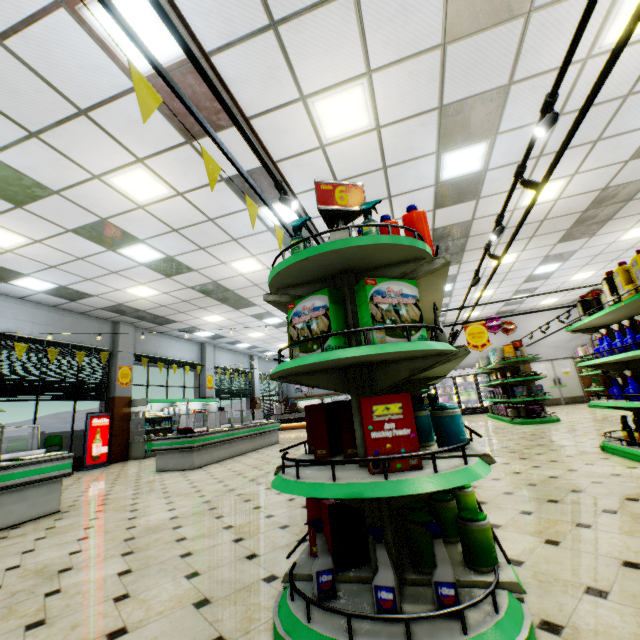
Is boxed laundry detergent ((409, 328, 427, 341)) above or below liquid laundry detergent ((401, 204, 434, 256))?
below

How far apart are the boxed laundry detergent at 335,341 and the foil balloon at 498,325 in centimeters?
1222cm

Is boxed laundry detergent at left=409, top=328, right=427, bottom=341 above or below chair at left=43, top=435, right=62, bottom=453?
above

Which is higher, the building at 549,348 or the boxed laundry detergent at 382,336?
the building at 549,348

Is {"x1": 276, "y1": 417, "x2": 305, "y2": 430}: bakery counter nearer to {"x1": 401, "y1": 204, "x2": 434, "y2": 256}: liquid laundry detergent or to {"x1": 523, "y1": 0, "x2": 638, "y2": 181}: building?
{"x1": 523, "y1": 0, "x2": 638, "y2": 181}: building

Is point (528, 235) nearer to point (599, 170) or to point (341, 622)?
point (599, 170)

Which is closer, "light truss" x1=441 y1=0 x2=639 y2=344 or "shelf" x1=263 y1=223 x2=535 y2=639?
"shelf" x1=263 y1=223 x2=535 y2=639

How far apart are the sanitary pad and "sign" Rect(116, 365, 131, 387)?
13.4m
